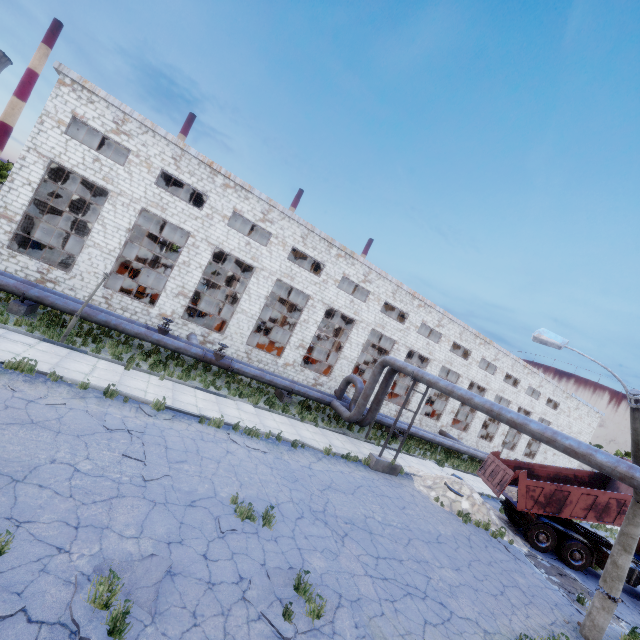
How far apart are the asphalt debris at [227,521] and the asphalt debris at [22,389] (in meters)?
5.43

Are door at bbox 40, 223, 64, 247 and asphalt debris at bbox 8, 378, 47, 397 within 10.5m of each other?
no

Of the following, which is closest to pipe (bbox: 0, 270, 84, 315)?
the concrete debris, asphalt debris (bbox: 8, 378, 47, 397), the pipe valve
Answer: the pipe valve

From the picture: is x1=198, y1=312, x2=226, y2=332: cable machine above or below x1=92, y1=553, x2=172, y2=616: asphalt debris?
above

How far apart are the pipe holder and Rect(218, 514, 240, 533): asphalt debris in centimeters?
1290cm

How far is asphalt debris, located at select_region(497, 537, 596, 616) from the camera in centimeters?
1207cm

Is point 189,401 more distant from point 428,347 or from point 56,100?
point 428,347

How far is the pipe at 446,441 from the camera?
24.4m
